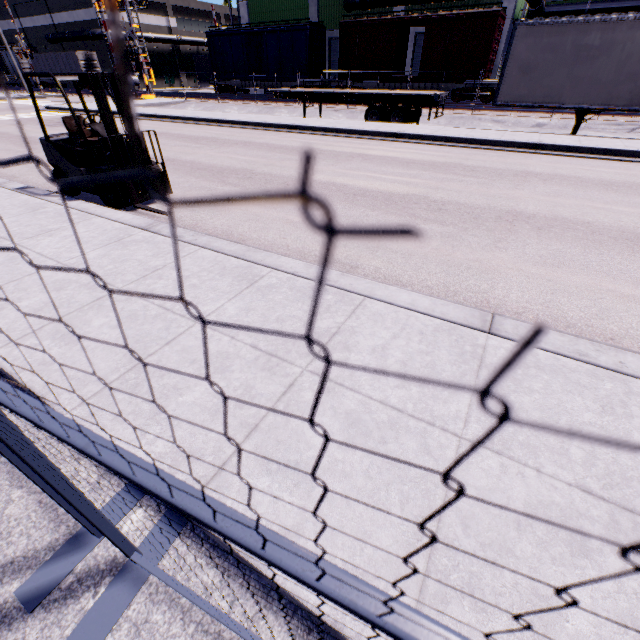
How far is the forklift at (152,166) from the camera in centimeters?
625cm

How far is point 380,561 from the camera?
1.6m

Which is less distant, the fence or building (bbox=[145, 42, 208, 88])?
the fence

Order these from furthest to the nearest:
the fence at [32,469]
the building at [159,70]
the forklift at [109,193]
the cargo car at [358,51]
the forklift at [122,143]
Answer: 1. the building at [159,70]
2. the cargo car at [358,51]
3. the forklift at [109,193]
4. the forklift at [122,143]
5. the fence at [32,469]

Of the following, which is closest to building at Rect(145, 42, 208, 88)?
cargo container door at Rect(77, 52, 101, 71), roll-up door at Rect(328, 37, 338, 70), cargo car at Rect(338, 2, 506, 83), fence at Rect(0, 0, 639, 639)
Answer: roll-up door at Rect(328, 37, 338, 70)

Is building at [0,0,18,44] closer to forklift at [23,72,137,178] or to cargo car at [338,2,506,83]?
cargo car at [338,2,506,83]

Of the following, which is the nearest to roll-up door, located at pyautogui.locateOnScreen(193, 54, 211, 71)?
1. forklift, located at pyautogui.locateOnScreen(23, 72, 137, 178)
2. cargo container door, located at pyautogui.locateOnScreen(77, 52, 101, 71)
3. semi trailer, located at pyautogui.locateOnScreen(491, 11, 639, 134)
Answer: cargo container door, located at pyautogui.locateOnScreen(77, 52, 101, 71)

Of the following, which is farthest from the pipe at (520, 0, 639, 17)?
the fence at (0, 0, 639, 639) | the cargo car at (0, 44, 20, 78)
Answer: the cargo car at (0, 44, 20, 78)
